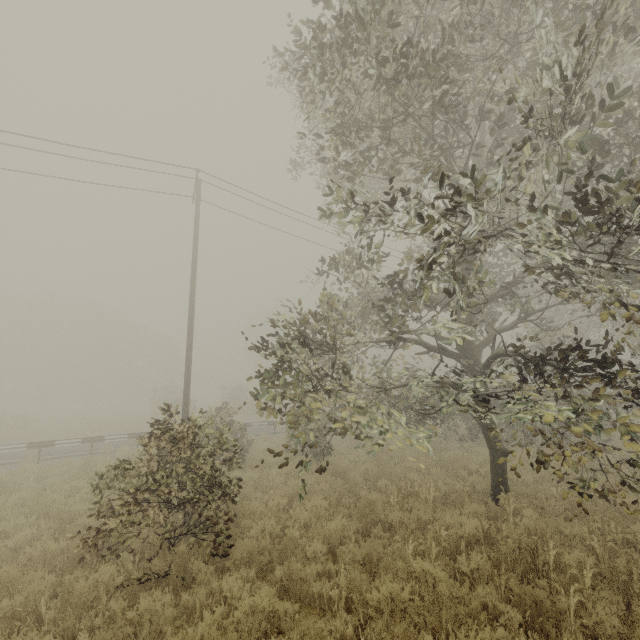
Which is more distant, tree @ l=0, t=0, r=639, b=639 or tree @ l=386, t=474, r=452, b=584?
tree @ l=386, t=474, r=452, b=584

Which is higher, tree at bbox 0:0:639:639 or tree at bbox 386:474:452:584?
tree at bbox 0:0:639:639

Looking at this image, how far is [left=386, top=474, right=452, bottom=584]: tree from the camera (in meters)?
5.30

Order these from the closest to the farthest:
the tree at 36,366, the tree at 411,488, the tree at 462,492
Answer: the tree at 36,366, the tree at 411,488, the tree at 462,492

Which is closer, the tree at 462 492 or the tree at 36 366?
the tree at 36 366

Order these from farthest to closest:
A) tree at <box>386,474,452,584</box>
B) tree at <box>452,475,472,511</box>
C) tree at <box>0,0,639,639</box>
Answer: tree at <box>452,475,472,511</box>
tree at <box>386,474,452,584</box>
tree at <box>0,0,639,639</box>

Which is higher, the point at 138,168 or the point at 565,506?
the point at 138,168
